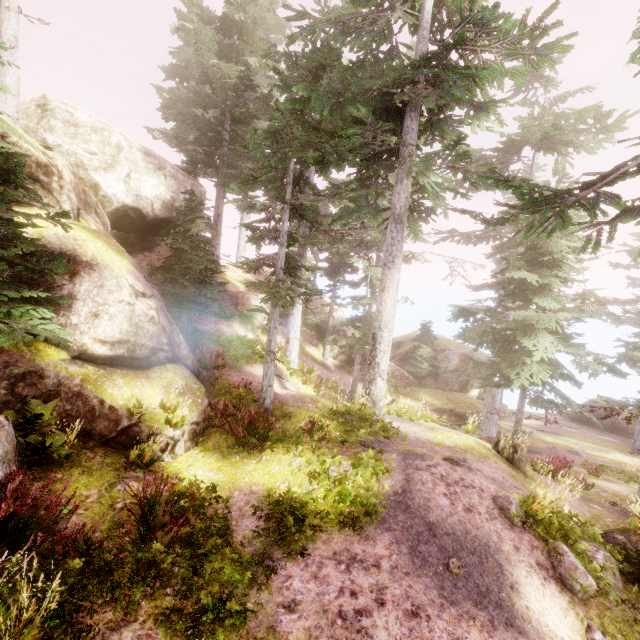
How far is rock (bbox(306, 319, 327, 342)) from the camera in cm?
2566

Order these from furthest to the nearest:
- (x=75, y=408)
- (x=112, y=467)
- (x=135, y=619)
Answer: (x=75, y=408) → (x=112, y=467) → (x=135, y=619)

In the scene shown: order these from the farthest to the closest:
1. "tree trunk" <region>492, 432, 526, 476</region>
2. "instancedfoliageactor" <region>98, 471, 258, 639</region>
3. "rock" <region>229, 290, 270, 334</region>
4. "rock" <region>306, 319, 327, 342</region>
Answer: "rock" <region>306, 319, 327, 342</region> → "rock" <region>229, 290, 270, 334</region> → "tree trunk" <region>492, 432, 526, 476</region> → "instancedfoliageactor" <region>98, 471, 258, 639</region>

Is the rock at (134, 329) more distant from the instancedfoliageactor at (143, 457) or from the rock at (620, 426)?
the rock at (620, 426)

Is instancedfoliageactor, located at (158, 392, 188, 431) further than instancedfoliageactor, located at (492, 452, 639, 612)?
Yes

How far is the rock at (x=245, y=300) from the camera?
20.3m

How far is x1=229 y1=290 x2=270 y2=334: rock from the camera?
20.3 meters
